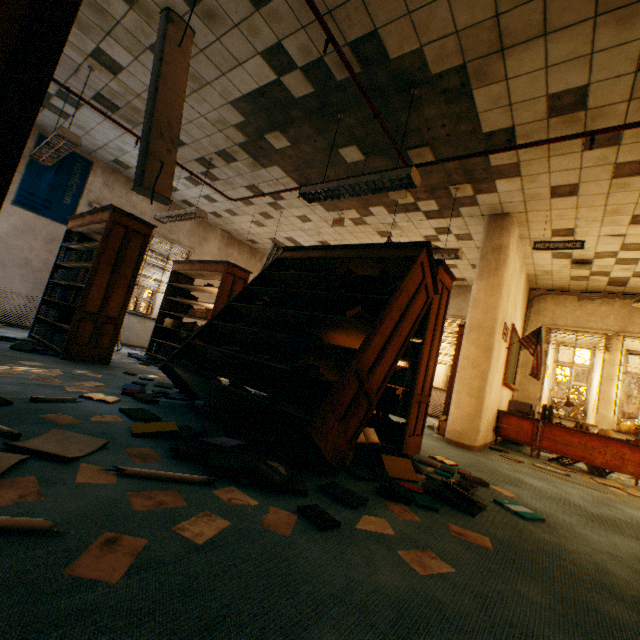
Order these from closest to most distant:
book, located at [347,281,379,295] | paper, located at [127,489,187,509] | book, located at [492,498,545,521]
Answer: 1. paper, located at [127,489,187,509]
2. book, located at [492,498,545,521]
3. book, located at [347,281,379,295]

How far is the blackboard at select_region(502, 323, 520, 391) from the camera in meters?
6.6 m

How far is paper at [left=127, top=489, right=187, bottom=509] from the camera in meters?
1.4 m

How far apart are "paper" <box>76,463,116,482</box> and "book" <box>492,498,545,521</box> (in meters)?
2.74

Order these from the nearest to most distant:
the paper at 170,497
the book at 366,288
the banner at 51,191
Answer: the paper at 170,497
the book at 366,288
the banner at 51,191

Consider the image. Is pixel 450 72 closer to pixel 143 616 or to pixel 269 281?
pixel 269 281

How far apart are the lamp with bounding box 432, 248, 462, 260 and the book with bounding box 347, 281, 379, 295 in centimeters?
214cm

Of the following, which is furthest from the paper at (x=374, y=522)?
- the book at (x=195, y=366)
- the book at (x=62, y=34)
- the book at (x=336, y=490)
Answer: the book at (x=62, y=34)
